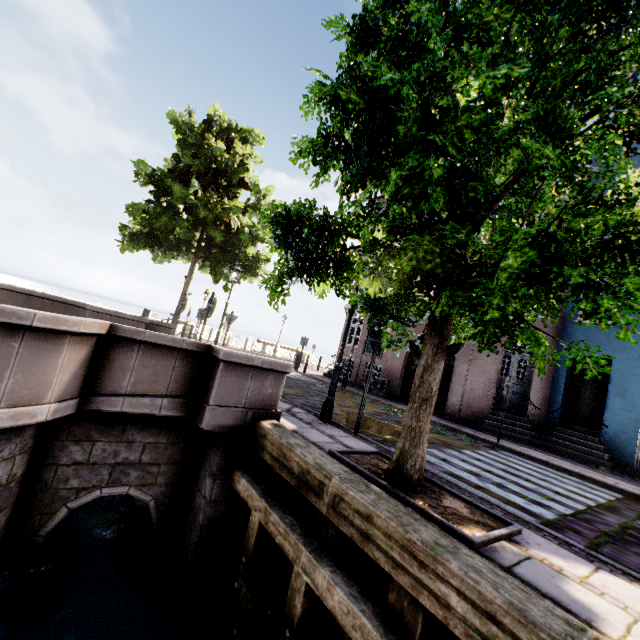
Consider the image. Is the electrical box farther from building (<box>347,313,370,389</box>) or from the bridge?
the bridge

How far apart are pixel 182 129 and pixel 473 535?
16.58m

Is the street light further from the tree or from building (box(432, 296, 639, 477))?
building (box(432, 296, 639, 477))

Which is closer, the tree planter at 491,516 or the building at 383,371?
the tree planter at 491,516

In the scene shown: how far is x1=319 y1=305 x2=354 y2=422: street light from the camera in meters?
6.2 m

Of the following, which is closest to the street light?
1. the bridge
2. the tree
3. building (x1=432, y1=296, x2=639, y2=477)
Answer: the tree

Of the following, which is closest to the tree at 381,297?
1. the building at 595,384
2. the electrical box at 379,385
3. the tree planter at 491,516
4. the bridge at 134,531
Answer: the tree planter at 491,516

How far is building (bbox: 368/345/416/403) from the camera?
14.7 meters
